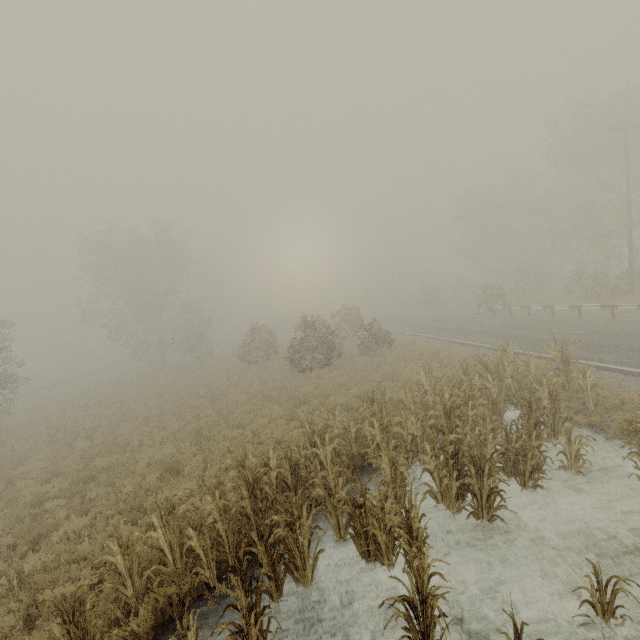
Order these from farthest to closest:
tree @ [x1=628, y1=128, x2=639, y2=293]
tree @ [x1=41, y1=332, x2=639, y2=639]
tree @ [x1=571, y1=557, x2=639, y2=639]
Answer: tree @ [x1=628, y1=128, x2=639, y2=293] < tree @ [x1=41, y1=332, x2=639, y2=639] < tree @ [x1=571, y1=557, x2=639, y2=639]

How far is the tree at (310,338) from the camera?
20.8 meters

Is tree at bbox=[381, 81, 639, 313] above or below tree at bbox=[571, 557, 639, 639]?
above

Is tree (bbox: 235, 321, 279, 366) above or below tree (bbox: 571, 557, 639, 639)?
above

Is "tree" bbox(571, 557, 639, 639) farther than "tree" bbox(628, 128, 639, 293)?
No

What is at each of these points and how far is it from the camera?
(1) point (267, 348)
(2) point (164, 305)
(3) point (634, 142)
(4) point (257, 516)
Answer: (1) tree, 30.59m
(2) tree, 34.34m
(3) tree, 25.64m
(4) tree, 6.62m

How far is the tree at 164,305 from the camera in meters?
33.9

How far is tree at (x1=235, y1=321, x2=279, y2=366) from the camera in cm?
2804
